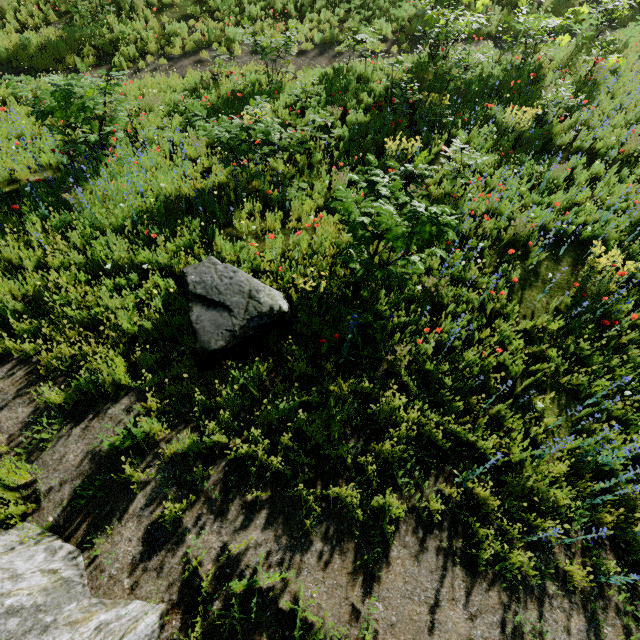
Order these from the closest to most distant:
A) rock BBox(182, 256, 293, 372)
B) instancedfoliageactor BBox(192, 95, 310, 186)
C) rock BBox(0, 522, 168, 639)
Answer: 1. rock BBox(0, 522, 168, 639)
2. rock BBox(182, 256, 293, 372)
3. instancedfoliageactor BBox(192, 95, 310, 186)

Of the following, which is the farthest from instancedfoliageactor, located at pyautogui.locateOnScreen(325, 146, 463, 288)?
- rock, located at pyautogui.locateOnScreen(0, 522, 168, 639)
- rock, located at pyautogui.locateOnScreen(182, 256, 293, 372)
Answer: rock, located at pyautogui.locateOnScreen(0, 522, 168, 639)

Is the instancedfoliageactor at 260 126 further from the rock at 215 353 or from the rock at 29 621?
the rock at 29 621

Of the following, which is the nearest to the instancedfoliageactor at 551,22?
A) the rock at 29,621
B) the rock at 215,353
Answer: the rock at 215,353

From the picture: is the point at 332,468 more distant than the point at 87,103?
No

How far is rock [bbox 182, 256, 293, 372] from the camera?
3.9 meters

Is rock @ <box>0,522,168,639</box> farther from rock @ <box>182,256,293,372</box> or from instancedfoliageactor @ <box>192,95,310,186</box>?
instancedfoliageactor @ <box>192,95,310,186</box>
